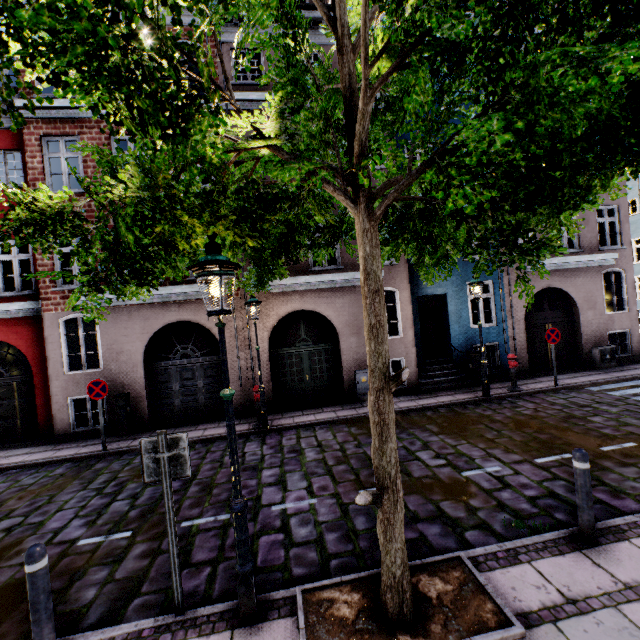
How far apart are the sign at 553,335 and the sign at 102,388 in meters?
13.4 m

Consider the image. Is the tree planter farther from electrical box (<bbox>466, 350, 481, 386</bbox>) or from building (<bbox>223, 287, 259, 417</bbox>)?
electrical box (<bbox>466, 350, 481, 386</bbox>)

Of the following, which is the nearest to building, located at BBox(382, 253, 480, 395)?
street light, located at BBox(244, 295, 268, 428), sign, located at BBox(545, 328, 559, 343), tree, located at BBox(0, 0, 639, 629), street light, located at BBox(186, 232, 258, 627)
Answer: street light, located at BBox(244, 295, 268, 428)

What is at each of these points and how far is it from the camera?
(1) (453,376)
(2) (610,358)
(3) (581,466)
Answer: (1) building, 11.85m
(2) electrical box, 12.51m
(3) bollard, 3.82m

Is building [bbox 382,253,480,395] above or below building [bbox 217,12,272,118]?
below

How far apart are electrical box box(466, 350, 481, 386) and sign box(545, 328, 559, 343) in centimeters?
207cm

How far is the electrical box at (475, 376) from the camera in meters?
11.5

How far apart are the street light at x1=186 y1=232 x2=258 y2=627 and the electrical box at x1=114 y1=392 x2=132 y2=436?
8.18m
